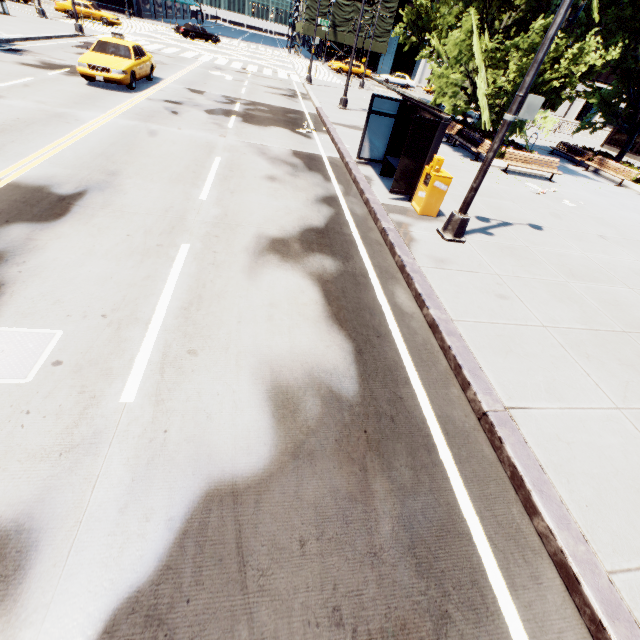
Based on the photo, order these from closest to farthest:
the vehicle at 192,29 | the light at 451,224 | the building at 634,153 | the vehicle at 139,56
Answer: the light at 451,224 < the vehicle at 139,56 < the building at 634,153 < the vehicle at 192,29

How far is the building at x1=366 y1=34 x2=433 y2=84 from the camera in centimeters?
5397cm

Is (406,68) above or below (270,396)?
above

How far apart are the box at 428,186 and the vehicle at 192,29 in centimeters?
4390cm

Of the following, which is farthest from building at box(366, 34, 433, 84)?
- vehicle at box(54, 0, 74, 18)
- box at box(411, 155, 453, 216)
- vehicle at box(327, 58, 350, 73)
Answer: box at box(411, 155, 453, 216)

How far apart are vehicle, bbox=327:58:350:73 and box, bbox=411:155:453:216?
43.1 meters

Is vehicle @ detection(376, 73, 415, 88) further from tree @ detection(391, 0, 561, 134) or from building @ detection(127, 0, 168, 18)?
building @ detection(127, 0, 168, 18)

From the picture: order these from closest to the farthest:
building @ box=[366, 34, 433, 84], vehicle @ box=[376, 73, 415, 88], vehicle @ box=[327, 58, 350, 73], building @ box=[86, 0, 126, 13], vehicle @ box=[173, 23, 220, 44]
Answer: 1. vehicle @ box=[173, 23, 220, 44]
2. vehicle @ box=[327, 58, 350, 73]
3. vehicle @ box=[376, 73, 415, 88]
4. building @ box=[86, 0, 126, 13]
5. building @ box=[366, 34, 433, 84]
